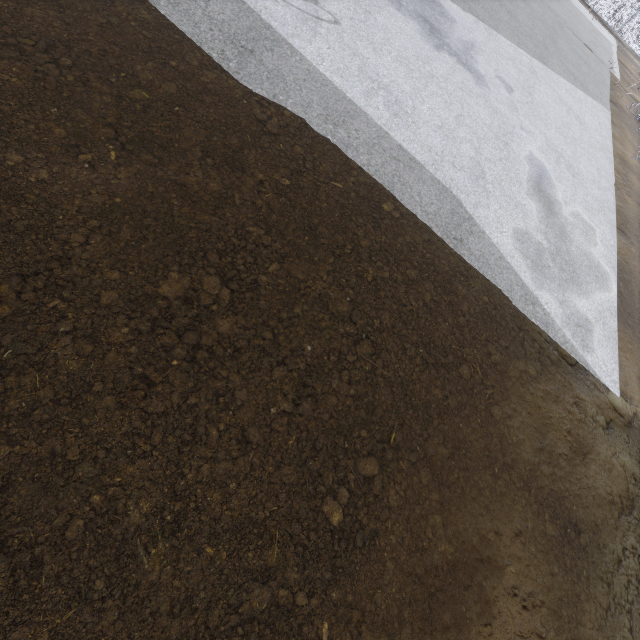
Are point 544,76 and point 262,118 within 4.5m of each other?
no
